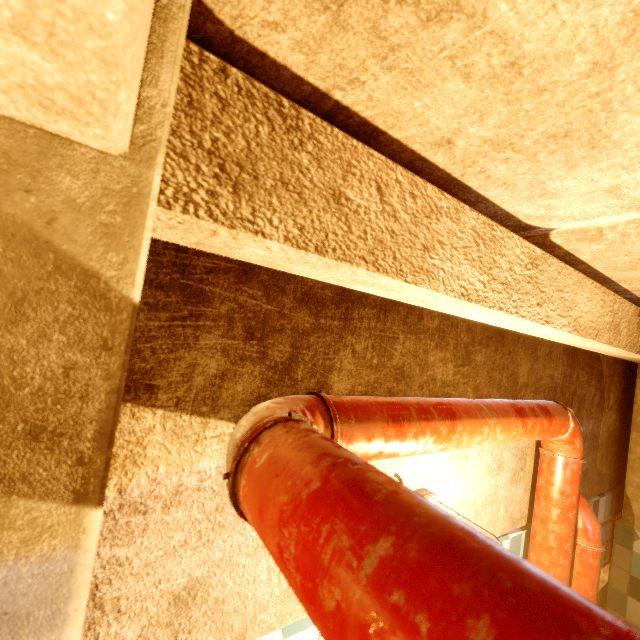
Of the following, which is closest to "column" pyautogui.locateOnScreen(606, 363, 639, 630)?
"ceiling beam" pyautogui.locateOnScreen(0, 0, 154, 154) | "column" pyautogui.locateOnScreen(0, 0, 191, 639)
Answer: "ceiling beam" pyautogui.locateOnScreen(0, 0, 154, 154)

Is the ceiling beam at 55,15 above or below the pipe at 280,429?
above

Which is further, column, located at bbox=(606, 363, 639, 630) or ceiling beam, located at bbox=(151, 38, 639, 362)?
column, located at bbox=(606, 363, 639, 630)

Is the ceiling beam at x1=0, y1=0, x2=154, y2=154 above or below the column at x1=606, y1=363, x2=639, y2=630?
above

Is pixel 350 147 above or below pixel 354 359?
above

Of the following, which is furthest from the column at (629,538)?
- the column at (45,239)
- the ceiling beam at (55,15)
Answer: the column at (45,239)

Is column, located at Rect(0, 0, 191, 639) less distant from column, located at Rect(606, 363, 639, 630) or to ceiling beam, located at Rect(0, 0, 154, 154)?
ceiling beam, located at Rect(0, 0, 154, 154)
